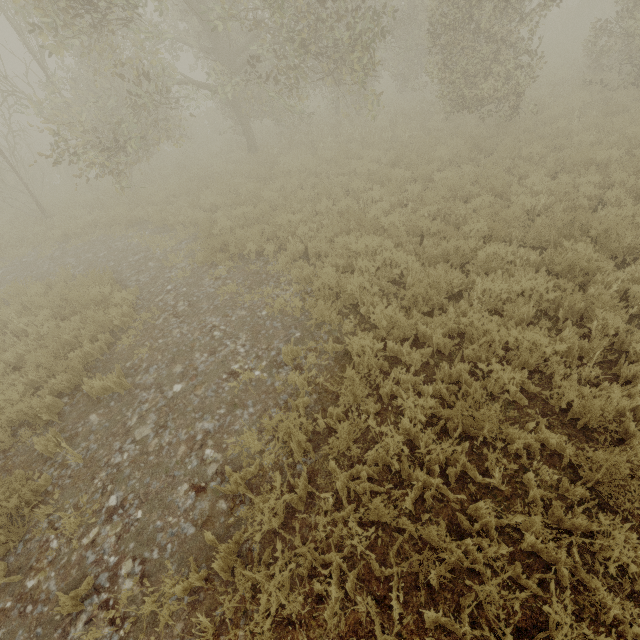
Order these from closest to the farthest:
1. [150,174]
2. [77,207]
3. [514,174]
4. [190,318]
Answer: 1. [190,318]
2. [514,174]
3. [77,207]
4. [150,174]
